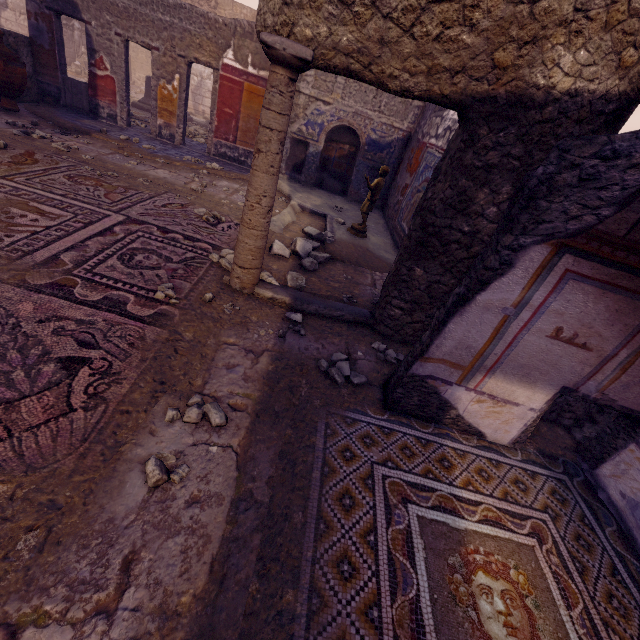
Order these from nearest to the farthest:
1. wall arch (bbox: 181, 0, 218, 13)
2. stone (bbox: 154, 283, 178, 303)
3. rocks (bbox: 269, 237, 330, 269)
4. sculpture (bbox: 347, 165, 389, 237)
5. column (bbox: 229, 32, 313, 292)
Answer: column (bbox: 229, 32, 313, 292), stone (bbox: 154, 283, 178, 303), rocks (bbox: 269, 237, 330, 269), sculpture (bbox: 347, 165, 389, 237), wall arch (bbox: 181, 0, 218, 13)

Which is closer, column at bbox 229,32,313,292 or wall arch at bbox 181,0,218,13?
column at bbox 229,32,313,292

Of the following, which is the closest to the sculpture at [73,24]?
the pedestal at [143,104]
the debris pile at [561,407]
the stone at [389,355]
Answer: the pedestal at [143,104]

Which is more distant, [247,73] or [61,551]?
[247,73]

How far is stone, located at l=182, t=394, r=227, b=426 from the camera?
2.1m

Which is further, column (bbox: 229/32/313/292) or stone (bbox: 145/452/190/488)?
column (bbox: 229/32/313/292)

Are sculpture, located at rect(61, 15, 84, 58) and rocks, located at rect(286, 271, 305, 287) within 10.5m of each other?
no

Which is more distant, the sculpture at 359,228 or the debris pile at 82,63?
the debris pile at 82,63
